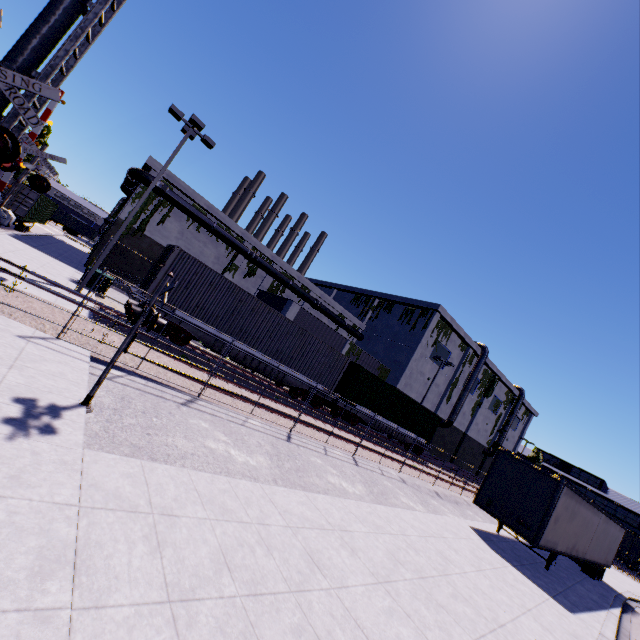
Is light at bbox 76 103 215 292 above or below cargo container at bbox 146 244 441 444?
above

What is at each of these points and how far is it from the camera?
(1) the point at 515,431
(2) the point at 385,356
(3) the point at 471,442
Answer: (1) building, 59.1m
(2) building, 40.0m
(3) building, 50.3m

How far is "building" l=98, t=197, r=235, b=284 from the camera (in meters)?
27.89

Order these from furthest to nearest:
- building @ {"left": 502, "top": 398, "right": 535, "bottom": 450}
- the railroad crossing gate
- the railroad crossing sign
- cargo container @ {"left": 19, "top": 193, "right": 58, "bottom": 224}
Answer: building @ {"left": 502, "top": 398, "right": 535, "bottom": 450}
cargo container @ {"left": 19, "top": 193, "right": 58, "bottom": 224}
the railroad crossing gate
the railroad crossing sign

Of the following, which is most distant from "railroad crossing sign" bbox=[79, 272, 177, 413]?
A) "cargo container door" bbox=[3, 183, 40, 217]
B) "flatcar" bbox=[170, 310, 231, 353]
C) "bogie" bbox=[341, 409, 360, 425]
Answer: "cargo container door" bbox=[3, 183, 40, 217]

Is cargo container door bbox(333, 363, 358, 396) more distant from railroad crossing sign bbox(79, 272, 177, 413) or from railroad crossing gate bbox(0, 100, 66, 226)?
railroad crossing sign bbox(79, 272, 177, 413)

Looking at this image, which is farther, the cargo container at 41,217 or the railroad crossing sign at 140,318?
the cargo container at 41,217

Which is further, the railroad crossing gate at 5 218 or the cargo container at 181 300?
the cargo container at 181 300
